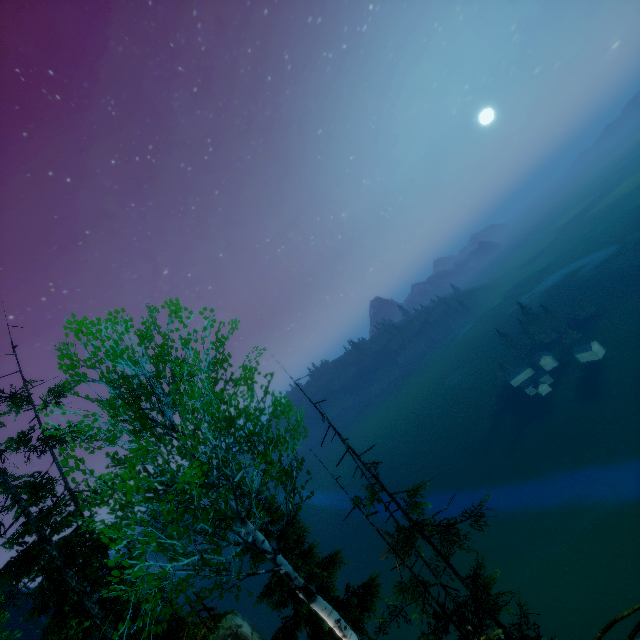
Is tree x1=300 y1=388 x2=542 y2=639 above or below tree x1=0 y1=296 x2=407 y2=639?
below

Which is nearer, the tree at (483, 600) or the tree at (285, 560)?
the tree at (285, 560)

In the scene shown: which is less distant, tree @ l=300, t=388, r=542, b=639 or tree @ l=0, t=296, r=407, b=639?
tree @ l=0, t=296, r=407, b=639

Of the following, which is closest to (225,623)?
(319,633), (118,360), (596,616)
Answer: (319,633)

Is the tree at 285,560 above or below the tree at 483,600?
above
